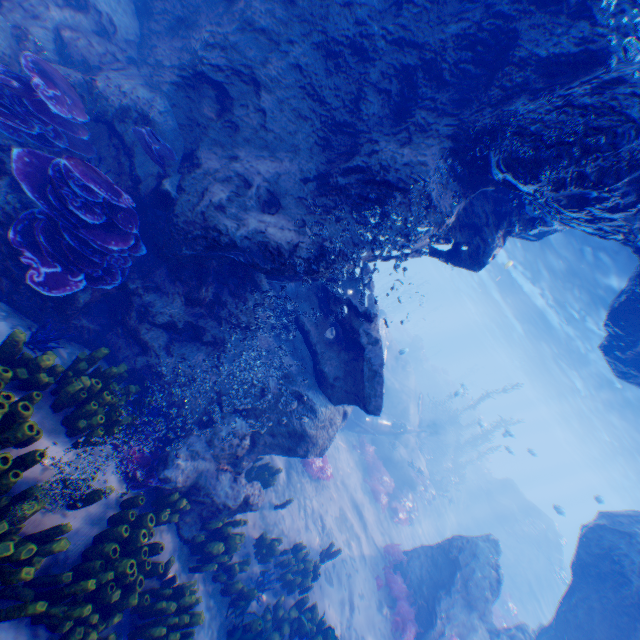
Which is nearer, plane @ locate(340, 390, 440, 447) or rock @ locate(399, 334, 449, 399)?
plane @ locate(340, 390, 440, 447)

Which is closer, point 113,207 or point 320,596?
point 113,207

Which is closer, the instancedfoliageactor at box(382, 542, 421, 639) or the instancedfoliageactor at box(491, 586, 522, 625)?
the instancedfoliageactor at box(382, 542, 421, 639)

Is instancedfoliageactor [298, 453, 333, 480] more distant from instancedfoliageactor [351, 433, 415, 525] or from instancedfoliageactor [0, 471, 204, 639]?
instancedfoliageactor [351, 433, 415, 525]

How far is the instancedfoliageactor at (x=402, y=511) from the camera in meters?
15.4 m

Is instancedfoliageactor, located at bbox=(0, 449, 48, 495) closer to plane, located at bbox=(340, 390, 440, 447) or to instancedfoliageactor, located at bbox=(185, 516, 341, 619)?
instancedfoliageactor, located at bbox=(185, 516, 341, 619)

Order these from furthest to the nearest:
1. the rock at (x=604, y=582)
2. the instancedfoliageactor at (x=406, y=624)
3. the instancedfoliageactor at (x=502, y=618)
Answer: the instancedfoliageactor at (x=502, y=618) → the instancedfoliageactor at (x=406, y=624) → the rock at (x=604, y=582)

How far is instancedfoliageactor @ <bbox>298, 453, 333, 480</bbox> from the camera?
10.49m
